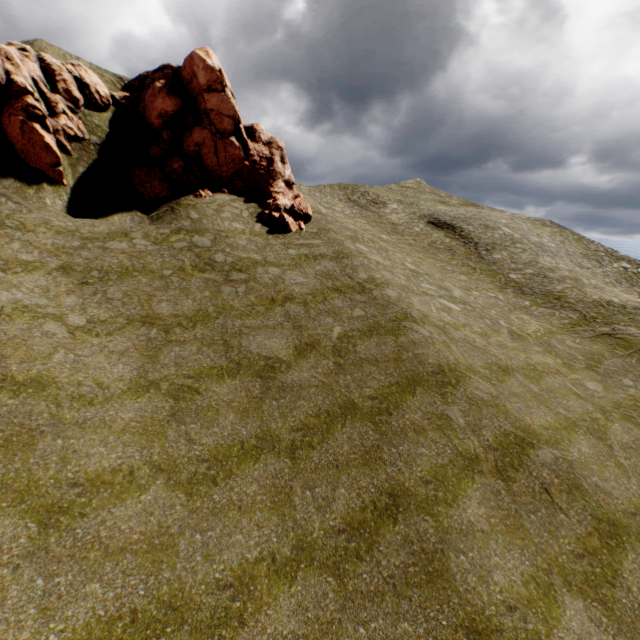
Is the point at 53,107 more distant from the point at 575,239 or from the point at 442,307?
the point at 575,239
